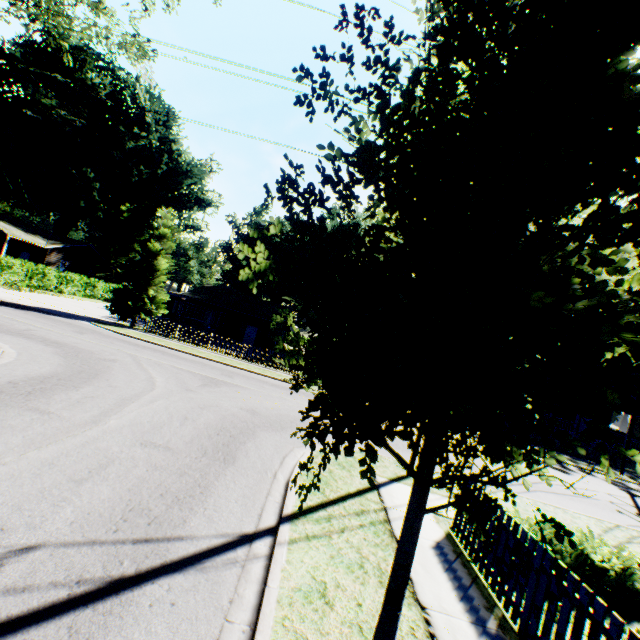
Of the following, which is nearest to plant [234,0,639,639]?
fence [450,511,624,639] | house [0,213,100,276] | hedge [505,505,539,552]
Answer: fence [450,511,624,639]

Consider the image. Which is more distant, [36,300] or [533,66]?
[36,300]

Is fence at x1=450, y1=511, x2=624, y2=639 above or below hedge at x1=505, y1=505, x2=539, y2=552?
below

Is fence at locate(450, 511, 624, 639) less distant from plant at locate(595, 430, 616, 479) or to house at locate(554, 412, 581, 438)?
plant at locate(595, 430, 616, 479)

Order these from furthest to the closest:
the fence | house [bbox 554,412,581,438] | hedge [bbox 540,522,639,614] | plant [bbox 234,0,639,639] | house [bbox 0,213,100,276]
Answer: house [bbox 0,213,100,276] < house [bbox 554,412,581,438] < hedge [bbox 540,522,639,614] < the fence < plant [bbox 234,0,639,639]

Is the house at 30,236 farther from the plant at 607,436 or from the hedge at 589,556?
the hedge at 589,556

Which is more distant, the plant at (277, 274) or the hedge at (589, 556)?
the hedge at (589, 556)

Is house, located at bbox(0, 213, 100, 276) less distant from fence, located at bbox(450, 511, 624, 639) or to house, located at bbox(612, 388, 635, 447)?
fence, located at bbox(450, 511, 624, 639)
